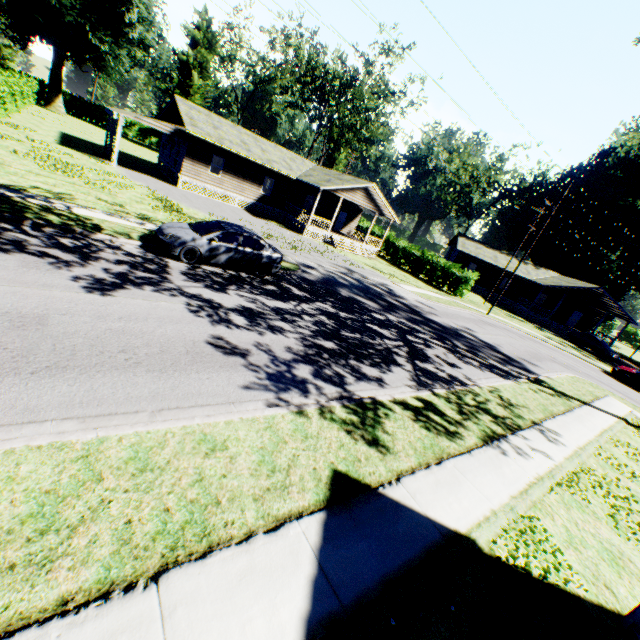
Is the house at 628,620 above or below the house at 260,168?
below

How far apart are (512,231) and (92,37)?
65.38m

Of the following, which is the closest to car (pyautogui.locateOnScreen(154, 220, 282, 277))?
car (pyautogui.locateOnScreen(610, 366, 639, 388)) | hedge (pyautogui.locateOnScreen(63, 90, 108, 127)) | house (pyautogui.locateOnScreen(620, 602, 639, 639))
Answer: house (pyautogui.locateOnScreen(620, 602, 639, 639))

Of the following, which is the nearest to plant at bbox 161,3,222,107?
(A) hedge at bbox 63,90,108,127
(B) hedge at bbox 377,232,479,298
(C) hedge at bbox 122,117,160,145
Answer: (C) hedge at bbox 122,117,160,145

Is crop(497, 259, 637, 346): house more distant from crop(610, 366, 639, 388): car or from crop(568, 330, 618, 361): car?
crop(610, 366, 639, 388): car

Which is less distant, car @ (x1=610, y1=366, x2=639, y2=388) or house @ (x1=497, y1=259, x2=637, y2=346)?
car @ (x1=610, y1=366, x2=639, y2=388)

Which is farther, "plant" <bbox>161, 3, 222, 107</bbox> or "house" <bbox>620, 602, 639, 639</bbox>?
"plant" <bbox>161, 3, 222, 107</bbox>

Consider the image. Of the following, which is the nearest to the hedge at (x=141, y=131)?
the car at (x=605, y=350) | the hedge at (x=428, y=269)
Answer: the hedge at (x=428, y=269)
